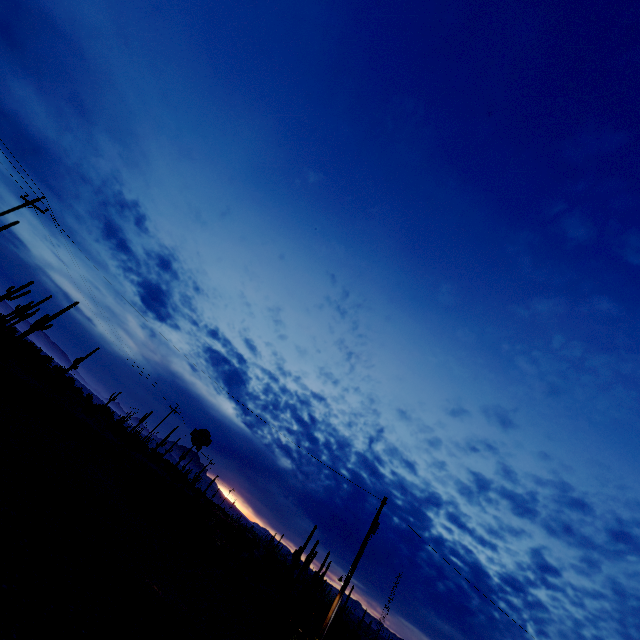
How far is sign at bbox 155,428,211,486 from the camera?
19.34m

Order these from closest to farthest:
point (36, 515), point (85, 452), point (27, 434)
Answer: point (36, 515)
point (27, 434)
point (85, 452)

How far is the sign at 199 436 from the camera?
19.3m
